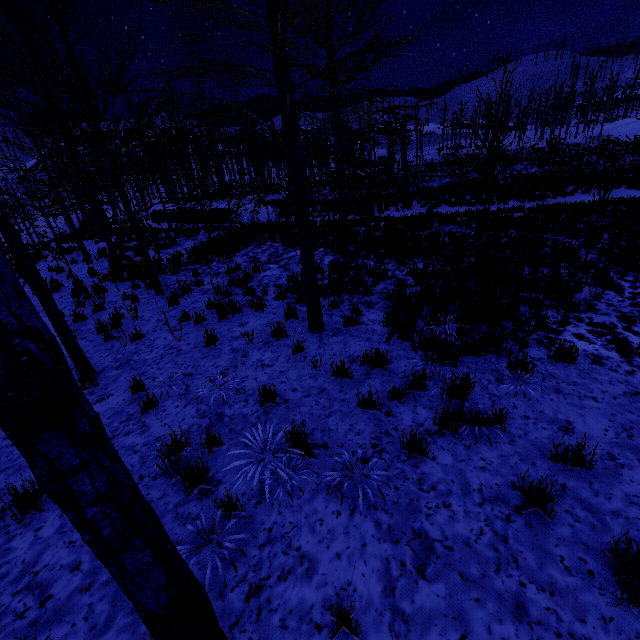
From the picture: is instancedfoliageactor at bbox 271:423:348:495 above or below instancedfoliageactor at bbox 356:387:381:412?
above

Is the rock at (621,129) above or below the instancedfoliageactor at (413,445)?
above

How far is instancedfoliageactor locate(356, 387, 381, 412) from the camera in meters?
4.2 m

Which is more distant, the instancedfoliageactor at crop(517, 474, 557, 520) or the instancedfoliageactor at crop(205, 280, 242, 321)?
the instancedfoliageactor at crop(205, 280, 242, 321)

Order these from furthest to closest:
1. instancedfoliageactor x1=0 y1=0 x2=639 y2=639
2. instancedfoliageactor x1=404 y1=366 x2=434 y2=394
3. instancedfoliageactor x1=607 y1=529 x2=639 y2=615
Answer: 1. instancedfoliageactor x1=404 y1=366 x2=434 y2=394
2. instancedfoliageactor x1=607 y1=529 x2=639 y2=615
3. instancedfoliageactor x1=0 y1=0 x2=639 y2=639

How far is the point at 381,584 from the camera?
2.6 meters

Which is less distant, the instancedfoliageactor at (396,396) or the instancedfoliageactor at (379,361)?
the instancedfoliageactor at (396,396)
